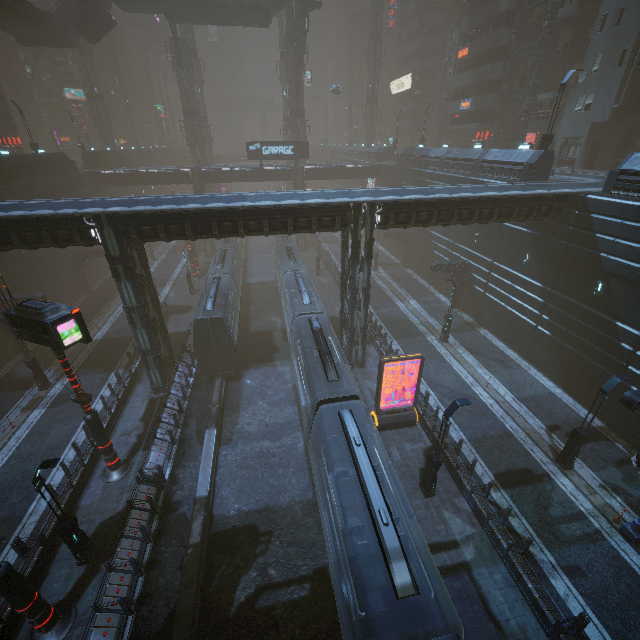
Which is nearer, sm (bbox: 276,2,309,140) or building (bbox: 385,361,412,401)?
building (bbox: 385,361,412,401)

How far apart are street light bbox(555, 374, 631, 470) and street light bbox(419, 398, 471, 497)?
6.7 meters

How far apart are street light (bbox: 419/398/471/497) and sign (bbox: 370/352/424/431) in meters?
3.5

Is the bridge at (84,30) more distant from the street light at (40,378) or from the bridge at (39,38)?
the street light at (40,378)

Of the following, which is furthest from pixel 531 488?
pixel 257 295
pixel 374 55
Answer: pixel 374 55

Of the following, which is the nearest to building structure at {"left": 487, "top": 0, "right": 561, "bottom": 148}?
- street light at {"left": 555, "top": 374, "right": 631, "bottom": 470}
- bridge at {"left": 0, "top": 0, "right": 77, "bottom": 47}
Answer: street light at {"left": 555, "top": 374, "right": 631, "bottom": 470}

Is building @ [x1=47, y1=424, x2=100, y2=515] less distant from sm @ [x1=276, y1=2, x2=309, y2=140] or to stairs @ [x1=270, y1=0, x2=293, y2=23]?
sm @ [x1=276, y1=2, x2=309, y2=140]

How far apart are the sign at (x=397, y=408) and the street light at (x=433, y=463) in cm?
347
